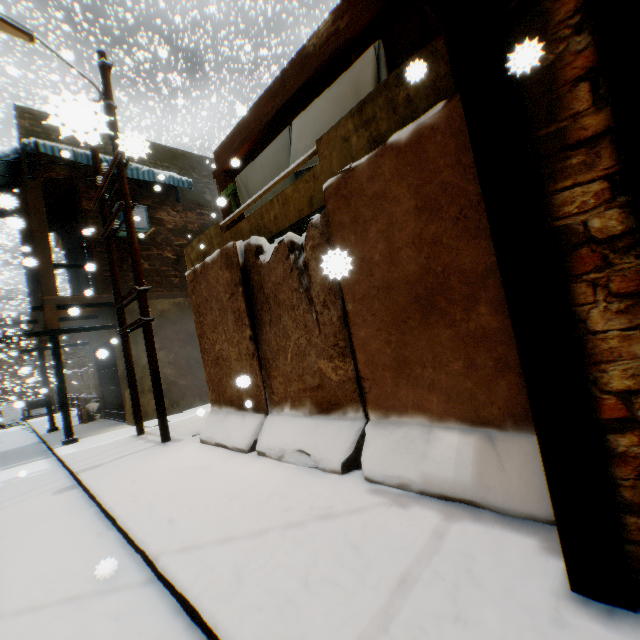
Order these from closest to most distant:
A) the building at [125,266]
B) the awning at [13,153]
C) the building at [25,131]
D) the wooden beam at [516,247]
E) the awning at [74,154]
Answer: the building at [25,131]
the wooden beam at [516,247]
the awning at [74,154]
the awning at [13,153]
the building at [125,266]

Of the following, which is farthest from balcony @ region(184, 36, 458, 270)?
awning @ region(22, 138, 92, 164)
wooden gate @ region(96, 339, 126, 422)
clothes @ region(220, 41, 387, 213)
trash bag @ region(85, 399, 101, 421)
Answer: trash bag @ region(85, 399, 101, 421)

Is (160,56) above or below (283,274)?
above

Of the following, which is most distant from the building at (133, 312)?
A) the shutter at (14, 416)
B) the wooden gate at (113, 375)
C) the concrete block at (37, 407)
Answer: the shutter at (14, 416)

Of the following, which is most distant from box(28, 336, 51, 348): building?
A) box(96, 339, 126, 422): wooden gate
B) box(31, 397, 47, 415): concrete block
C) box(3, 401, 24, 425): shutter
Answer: box(3, 401, 24, 425): shutter

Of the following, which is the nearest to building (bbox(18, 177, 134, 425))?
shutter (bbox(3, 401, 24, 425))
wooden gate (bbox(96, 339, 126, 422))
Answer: wooden gate (bbox(96, 339, 126, 422))

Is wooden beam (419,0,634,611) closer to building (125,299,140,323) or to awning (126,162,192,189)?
building (125,299,140,323)

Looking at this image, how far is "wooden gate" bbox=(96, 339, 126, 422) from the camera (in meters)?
10.77
